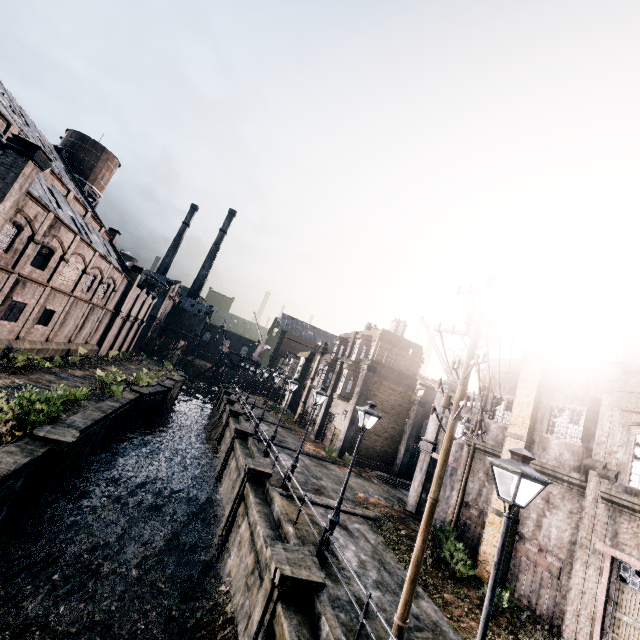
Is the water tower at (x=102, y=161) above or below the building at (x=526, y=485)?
above

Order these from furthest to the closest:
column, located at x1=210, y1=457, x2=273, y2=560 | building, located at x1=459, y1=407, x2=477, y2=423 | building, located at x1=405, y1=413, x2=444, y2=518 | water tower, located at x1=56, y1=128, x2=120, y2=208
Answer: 1. water tower, located at x1=56, y1=128, x2=120, y2=208
2. building, located at x1=405, y1=413, x2=444, y2=518
3. building, located at x1=459, y1=407, x2=477, y2=423
4. column, located at x1=210, y1=457, x2=273, y2=560

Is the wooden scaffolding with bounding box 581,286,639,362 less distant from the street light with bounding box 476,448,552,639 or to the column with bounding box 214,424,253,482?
the street light with bounding box 476,448,552,639

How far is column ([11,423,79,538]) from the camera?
12.8m

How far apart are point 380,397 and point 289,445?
10.64m

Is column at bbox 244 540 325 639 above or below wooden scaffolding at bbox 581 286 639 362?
below

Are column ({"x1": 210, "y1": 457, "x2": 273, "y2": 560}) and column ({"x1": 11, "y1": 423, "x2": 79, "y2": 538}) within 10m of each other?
yes

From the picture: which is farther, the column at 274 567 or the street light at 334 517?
the street light at 334 517
